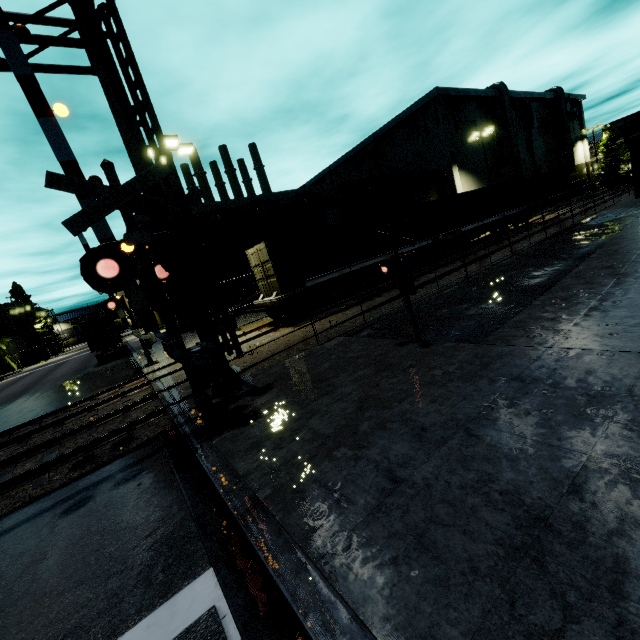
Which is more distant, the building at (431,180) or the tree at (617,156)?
the tree at (617,156)

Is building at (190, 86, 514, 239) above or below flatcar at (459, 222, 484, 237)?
above

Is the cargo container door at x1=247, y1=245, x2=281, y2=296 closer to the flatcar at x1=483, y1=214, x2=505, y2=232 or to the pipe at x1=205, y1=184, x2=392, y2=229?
the pipe at x1=205, y1=184, x2=392, y2=229

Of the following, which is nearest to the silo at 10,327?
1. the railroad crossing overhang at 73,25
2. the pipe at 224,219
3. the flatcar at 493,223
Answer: the pipe at 224,219

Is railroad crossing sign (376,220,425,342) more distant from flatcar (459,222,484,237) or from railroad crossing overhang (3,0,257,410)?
flatcar (459,222,484,237)

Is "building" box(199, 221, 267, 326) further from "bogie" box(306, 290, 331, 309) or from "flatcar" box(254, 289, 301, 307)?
"bogie" box(306, 290, 331, 309)

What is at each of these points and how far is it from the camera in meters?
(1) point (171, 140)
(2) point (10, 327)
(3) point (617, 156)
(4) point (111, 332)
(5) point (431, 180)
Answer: (1) light, 14.6
(2) silo, 58.5
(3) tree, 52.1
(4) cargo container door, 26.2
(5) building, 37.6

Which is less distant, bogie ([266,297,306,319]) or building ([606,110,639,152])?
bogie ([266,297,306,319])
